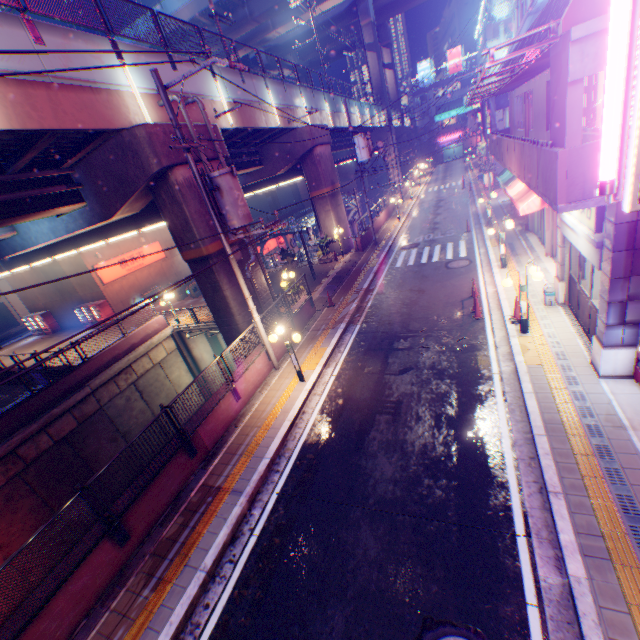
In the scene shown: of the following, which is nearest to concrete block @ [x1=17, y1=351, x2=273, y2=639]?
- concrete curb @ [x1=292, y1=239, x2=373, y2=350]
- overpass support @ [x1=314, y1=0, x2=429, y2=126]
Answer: concrete curb @ [x1=292, y1=239, x2=373, y2=350]

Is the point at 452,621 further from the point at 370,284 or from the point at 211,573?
the point at 370,284

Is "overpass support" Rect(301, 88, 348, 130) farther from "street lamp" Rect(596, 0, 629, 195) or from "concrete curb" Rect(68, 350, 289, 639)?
"street lamp" Rect(596, 0, 629, 195)

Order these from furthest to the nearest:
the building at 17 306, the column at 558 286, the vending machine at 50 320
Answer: the building at 17 306 → the vending machine at 50 320 → the column at 558 286

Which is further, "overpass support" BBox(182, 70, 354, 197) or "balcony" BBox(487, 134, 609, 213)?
"overpass support" BBox(182, 70, 354, 197)

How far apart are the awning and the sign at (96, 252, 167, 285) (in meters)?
27.82

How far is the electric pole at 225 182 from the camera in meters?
8.6 m

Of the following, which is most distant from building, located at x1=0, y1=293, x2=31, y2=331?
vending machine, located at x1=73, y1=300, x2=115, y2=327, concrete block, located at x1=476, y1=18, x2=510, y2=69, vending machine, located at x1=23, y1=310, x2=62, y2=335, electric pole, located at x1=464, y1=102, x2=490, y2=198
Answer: concrete block, located at x1=476, y1=18, x2=510, y2=69
